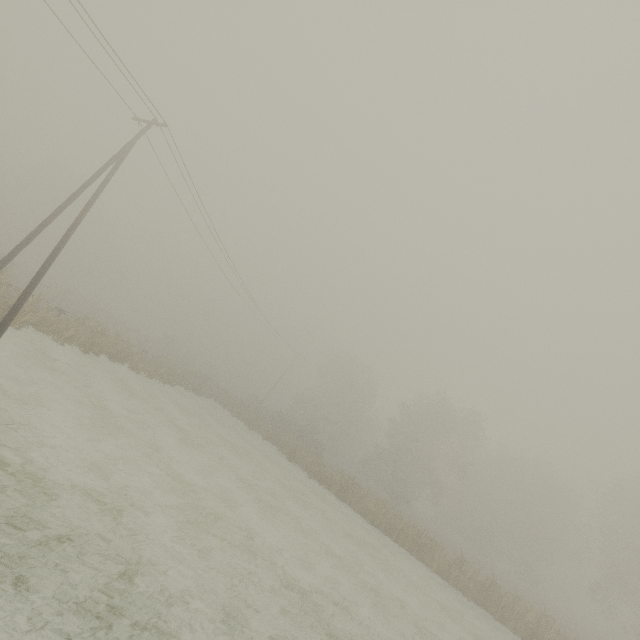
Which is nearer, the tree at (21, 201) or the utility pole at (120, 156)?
the utility pole at (120, 156)

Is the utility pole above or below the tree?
above

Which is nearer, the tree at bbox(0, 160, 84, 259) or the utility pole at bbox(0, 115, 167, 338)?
the utility pole at bbox(0, 115, 167, 338)

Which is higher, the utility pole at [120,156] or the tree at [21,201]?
the utility pole at [120,156]

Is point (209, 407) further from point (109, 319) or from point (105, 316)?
point (109, 319)
